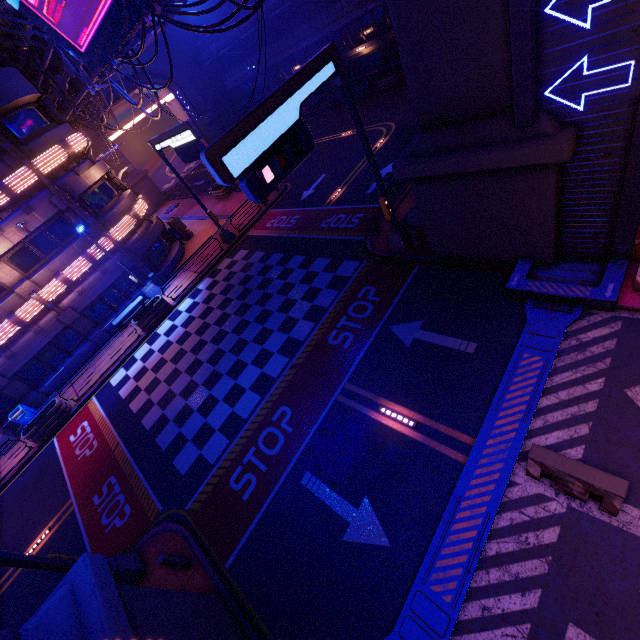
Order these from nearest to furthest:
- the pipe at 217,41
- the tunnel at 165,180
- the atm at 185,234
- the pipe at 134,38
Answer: the pipe at 134,38 < the atm at 185,234 < the pipe at 217,41 < the tunnel at 165,180

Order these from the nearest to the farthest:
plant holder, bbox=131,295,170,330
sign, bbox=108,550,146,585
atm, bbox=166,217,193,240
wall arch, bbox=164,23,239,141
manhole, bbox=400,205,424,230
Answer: sign, bbox=108,550,146,585
manhole, bbox=400,205,424,230
plant holder, bbox=131,295,170,330
atm, bbox=166,217,193,240
wall arch, bbox=164,23,239,141

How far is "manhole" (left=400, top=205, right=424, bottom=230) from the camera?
13.70m

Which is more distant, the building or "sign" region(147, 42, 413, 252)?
the building

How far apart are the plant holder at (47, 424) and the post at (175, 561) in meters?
13.1 m

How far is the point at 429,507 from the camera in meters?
7.4

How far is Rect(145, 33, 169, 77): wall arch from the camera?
38.2m

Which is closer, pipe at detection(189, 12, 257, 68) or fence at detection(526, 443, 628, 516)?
fence at detection(526, 443, 628, 516)
